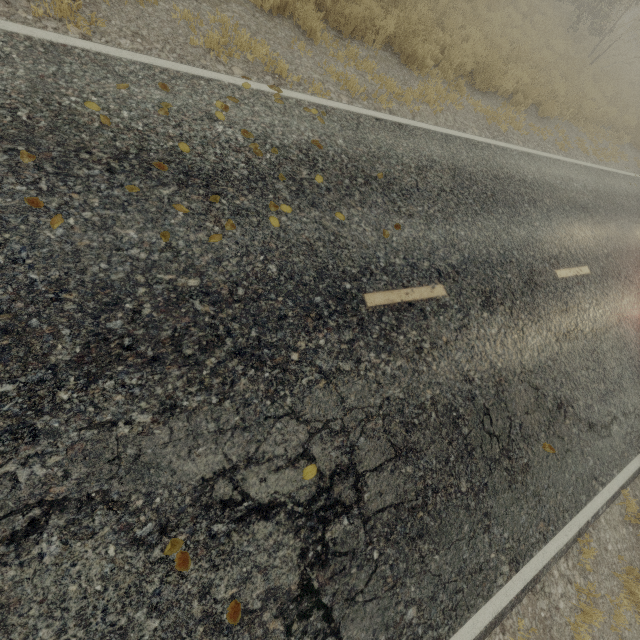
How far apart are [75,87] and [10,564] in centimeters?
433cm
